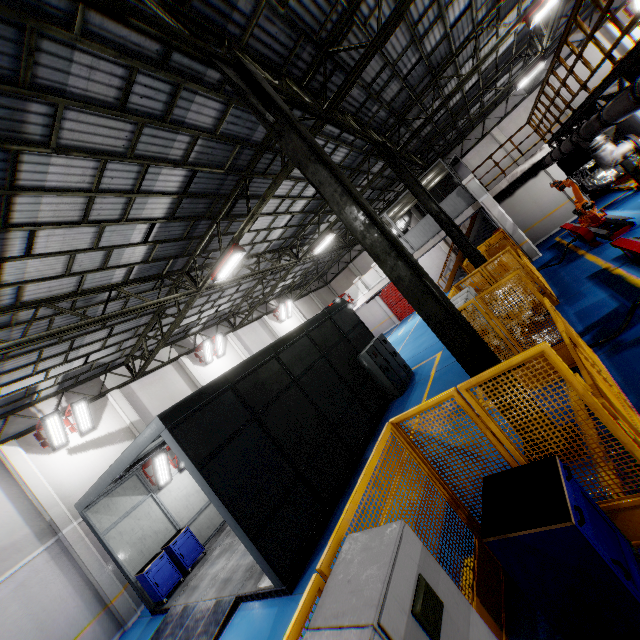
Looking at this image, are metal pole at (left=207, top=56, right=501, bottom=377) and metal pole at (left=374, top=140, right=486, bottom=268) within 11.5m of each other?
yes

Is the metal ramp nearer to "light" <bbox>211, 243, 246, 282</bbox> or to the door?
"light" <bbox>211, 243, 246, 282</bbox>

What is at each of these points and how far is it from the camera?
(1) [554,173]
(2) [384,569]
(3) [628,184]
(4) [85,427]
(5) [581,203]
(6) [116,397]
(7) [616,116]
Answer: (1) cement column, 17.62m
(2) cabinet, 2.04m
(3) platform, 15.06m
(4) light, 13.79m
(5) robot arm, 13.35m
(6) cement column, 15.25m
(7) vent pipe, 6.46m

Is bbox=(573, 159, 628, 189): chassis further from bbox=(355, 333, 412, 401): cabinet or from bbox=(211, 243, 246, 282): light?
bbox=(211, 243, 246, 282): light

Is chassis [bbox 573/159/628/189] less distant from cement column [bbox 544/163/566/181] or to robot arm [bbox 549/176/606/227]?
cement column [bbox 544/163/566/181]

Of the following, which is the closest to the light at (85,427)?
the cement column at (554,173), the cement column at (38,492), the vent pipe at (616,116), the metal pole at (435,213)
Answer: the cement column at (38,492)

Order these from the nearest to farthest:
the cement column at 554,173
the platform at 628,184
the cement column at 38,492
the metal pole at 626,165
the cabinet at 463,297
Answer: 1. the cabinet at 463,297
2. the metal pole at 626,165
3. the cement column at 38,492
4. the platform at 628,184
5. the cement column at 554,173

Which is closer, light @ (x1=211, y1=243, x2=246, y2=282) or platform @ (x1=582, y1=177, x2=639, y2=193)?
light @ (x1=211, y1=243, x2=246, y2=282)
